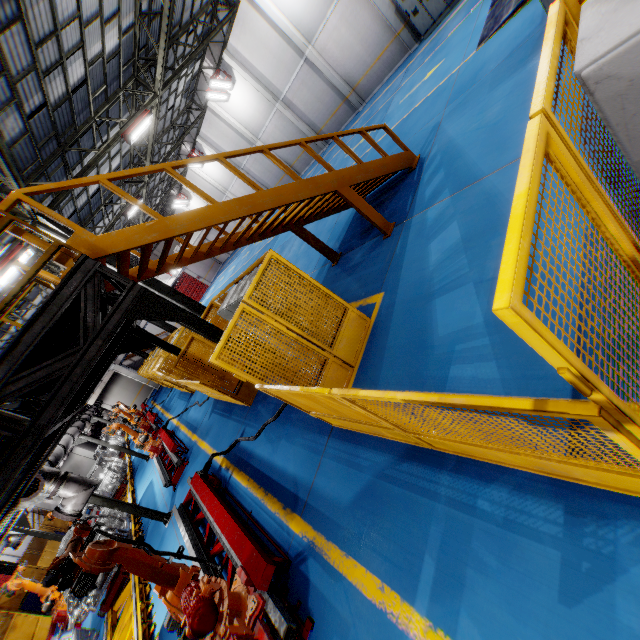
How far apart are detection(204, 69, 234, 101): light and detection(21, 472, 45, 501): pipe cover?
22.2m

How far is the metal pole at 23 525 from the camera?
13.0 meters

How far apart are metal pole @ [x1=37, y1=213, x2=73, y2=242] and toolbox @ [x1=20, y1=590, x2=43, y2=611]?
16.83m

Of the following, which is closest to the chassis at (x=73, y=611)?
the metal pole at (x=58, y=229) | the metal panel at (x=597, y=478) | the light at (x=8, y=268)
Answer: the metal panel at (x=597, y=478)

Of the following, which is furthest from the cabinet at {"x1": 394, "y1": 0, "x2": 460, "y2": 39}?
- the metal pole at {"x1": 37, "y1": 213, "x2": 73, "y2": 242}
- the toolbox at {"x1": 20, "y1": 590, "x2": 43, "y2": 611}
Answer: the toolbox at {"x1": 20, "y1": 590, "x2": 43, "y2": 611}

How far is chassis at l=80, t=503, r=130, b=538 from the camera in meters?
9.6 m

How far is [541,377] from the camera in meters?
3.0

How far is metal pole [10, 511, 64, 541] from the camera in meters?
13.0
